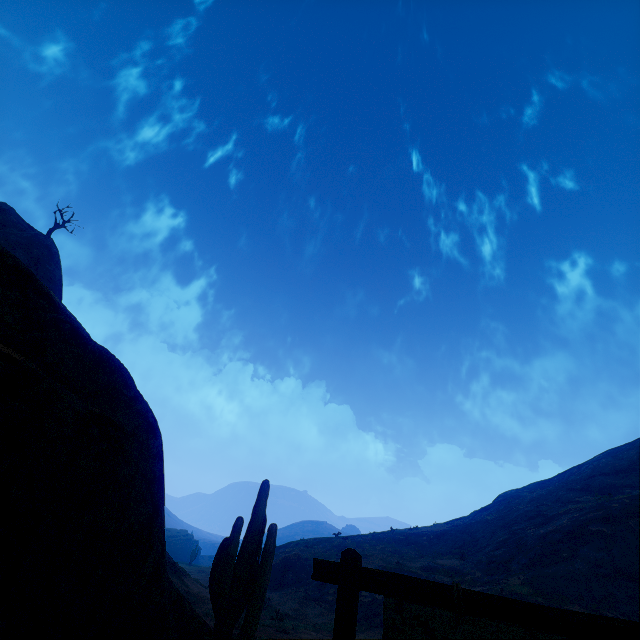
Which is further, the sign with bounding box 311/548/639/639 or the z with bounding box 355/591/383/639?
the z with bounding box 355/591/383/639

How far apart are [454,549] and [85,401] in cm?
3588

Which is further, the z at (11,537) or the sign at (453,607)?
the z at (11,537)

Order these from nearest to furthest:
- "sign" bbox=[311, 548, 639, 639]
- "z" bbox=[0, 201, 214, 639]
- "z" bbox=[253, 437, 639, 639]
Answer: "sign" bbox=[311, 548, 639, 639]
"z" bbox=[0, 201, 214, 639]
"z" bbox=[253, 437, 639, 639]

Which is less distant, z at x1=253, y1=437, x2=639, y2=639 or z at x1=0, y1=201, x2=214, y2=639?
z at x1=0, y1=201, x2=214, y2=639
